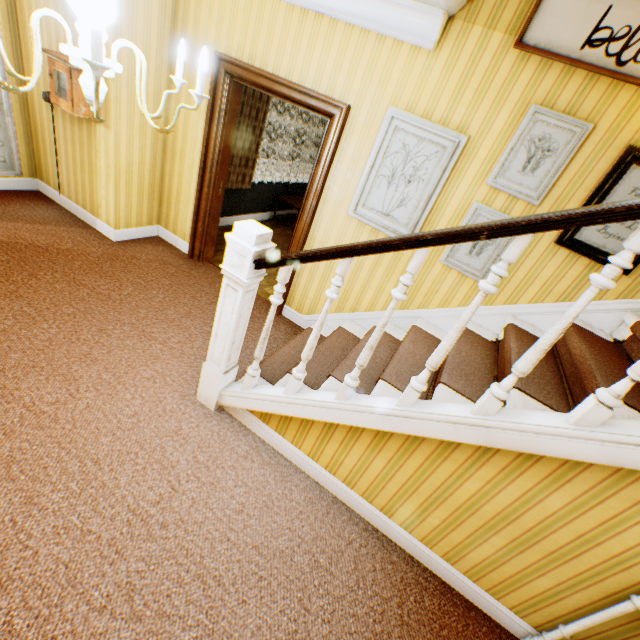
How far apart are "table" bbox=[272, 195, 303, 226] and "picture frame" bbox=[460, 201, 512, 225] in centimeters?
432cm

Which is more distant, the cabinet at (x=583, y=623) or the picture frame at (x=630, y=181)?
the picture frame at (x=630, y=181)

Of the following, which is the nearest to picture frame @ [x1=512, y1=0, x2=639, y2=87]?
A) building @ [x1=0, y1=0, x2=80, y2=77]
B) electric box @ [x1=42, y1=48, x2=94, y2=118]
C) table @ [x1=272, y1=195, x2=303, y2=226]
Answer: building @ [x1=0, y1=0, x2=80, y2=77]

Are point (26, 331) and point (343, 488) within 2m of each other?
no

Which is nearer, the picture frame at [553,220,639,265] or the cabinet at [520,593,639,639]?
the cabinet at [520,593,639,639]

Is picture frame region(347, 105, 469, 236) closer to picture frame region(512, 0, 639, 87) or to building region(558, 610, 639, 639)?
building region(558, 610, 639, 639)

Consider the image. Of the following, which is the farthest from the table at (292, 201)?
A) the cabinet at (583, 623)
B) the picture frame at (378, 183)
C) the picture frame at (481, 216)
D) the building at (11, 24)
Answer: the cabinet at (583, 623)

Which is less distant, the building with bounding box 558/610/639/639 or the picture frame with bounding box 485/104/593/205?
the building with bounding box 558/610/639/639
